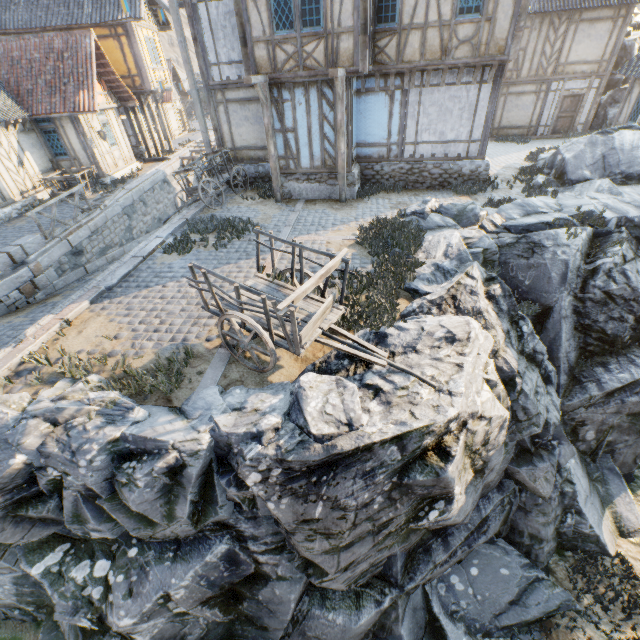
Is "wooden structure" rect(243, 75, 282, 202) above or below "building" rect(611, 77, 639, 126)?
above

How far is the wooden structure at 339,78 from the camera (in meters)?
9.65

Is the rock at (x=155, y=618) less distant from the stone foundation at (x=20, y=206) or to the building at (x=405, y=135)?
the stone foundation at (x=20, y=206)

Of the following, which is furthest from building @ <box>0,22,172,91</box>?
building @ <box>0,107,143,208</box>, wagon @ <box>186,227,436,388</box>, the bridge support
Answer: the bridge support

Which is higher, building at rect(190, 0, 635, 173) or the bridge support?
building at rect(190, 0, 635, 173)

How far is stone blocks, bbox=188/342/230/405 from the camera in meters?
5.2

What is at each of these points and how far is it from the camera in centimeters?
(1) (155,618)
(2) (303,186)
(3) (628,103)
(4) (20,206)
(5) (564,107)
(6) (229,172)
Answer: (1) rock, 500cm
(2) stone foundation, 1284cm
(3) building, 1577cm
(4) stone foundation, 1416cm
(5) door, 1897cm
(6) wagon, 1340cm

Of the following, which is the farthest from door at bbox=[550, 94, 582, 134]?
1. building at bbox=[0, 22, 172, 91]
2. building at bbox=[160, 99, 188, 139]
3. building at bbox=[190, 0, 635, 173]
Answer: building at bbox=[160, 99, 188, 139]
